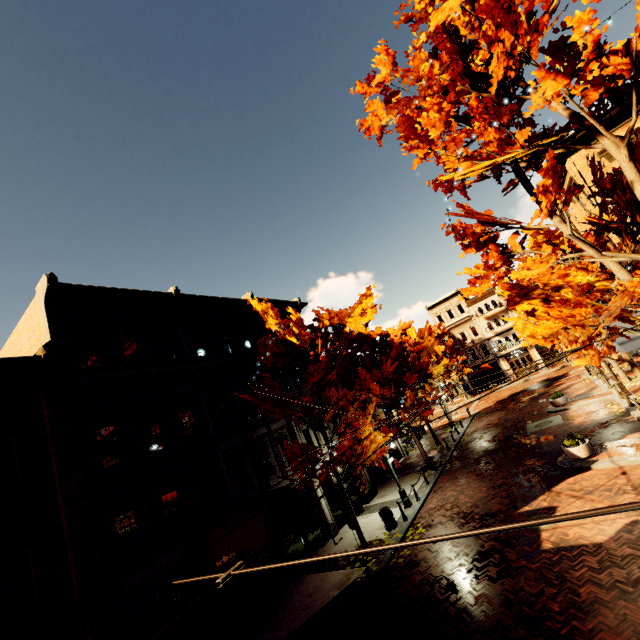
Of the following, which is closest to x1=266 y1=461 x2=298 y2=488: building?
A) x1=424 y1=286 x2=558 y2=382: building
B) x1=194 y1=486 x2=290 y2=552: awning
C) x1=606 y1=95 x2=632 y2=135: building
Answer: x1=194 y1=486 x2=290 y2=552: awning

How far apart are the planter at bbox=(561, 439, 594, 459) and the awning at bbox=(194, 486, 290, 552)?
11.09m

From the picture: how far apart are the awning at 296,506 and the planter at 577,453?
11.1 meters

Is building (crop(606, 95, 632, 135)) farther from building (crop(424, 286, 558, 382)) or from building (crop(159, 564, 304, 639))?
building (crop(159, 564, 304, 639))

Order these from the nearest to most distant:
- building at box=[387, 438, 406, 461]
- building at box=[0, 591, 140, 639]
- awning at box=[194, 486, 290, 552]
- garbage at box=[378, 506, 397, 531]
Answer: building at box=[0, 591, 140, 639]
awning at box=[194, 486, 290, 552]
garbage at box=[378, 506, 397, 531]
building at box=[387, 438, 406, 461]

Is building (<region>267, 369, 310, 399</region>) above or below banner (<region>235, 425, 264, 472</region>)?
above

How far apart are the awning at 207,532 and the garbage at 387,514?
4.85m

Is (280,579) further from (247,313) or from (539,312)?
(539,312)
